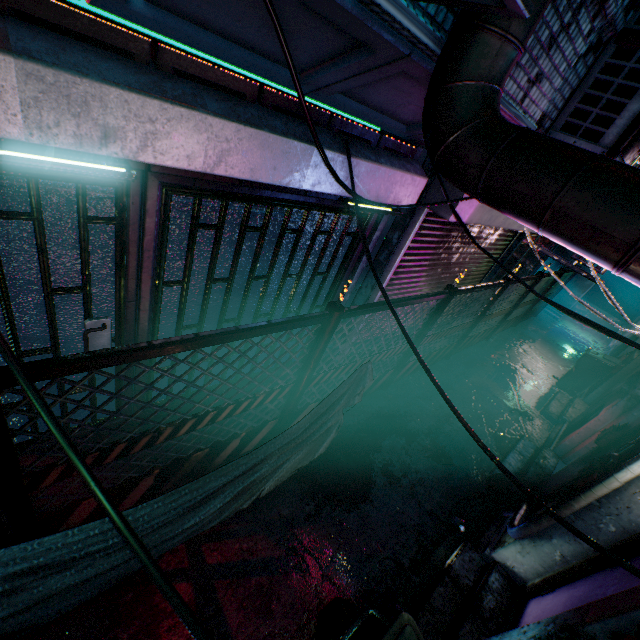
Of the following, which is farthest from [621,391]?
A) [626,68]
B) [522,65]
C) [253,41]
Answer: [253,41]

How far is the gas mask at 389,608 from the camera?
2.58m

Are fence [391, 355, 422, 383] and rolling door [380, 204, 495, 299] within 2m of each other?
yes

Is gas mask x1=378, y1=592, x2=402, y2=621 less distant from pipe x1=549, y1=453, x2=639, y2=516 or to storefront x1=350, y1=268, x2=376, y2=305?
pipe x1=549, y1=453, x2=639, y2=516

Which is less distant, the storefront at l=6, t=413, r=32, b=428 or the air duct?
the air duct

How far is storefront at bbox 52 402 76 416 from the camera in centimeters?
251cm

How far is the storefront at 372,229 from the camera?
3.3 meters

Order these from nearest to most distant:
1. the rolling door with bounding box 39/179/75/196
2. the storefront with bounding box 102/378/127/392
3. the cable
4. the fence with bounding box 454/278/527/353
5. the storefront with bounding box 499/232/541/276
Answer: the cable
the rolling door with bounding box 39/179/75/196
the storefront with bounding box 102/378/127/392
the fence with bounding box 454/278/527/353
the storefront with bounding box 499/232/541/276
